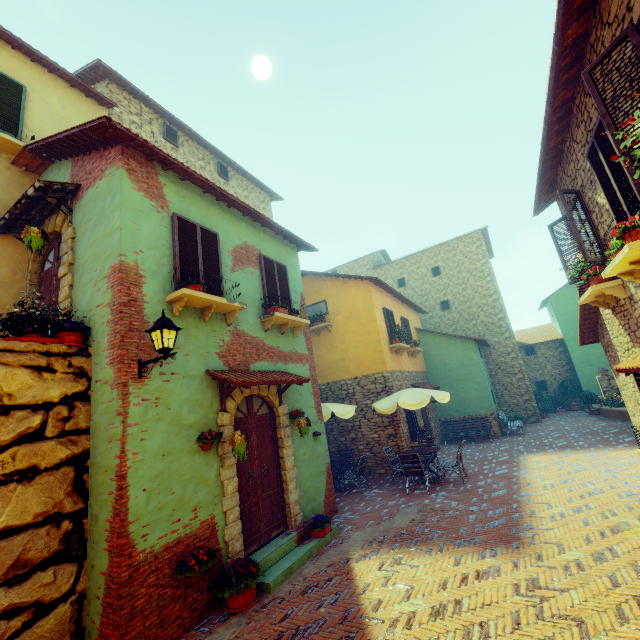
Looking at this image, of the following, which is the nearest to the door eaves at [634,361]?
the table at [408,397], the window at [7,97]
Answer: the table at [408,397]

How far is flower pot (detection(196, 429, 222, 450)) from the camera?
5.4m

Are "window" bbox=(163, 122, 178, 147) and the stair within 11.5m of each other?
no

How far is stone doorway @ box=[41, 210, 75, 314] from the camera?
5.8m

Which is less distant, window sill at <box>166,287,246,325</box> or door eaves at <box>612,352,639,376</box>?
door eaves at <box>612,352,639,376</box>

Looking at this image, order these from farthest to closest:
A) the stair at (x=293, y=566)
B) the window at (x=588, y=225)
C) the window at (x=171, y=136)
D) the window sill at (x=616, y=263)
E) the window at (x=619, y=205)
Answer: the window at (x=171, y=136) → the window at (x=588, y=225) → the stair at (x=293, y=566) → the window sill at (x=616, y=263) → the window at (x=619, y=205)

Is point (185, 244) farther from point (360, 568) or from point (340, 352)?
point (340, 352)

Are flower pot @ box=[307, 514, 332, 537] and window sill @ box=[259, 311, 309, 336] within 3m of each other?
no
